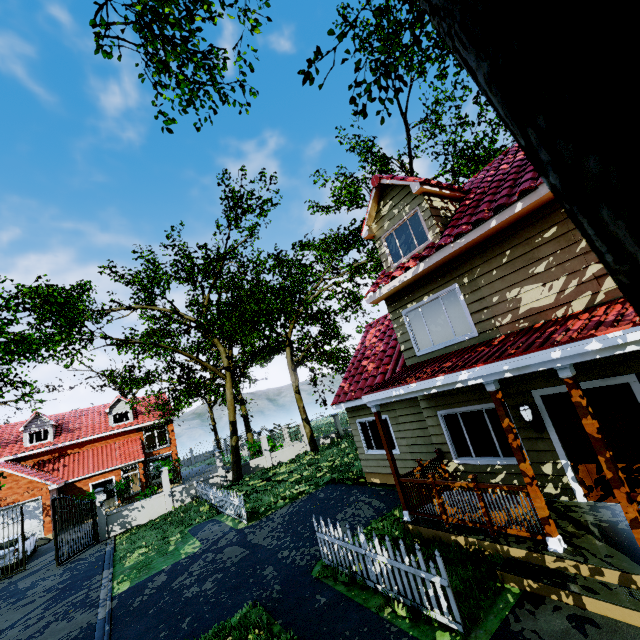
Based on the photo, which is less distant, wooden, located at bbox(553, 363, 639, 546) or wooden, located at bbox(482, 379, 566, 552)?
wooden, located at bbox(553, 363, 639, 546)

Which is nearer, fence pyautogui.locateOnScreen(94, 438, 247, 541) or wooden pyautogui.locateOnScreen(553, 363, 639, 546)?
wooden pyautogui.locateOnScreen(553, 363, 639, 546)

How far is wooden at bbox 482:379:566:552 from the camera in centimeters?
515cm

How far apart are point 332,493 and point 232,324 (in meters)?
12.54

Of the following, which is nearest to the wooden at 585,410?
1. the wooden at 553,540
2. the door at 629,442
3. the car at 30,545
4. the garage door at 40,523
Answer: the wooden at 553,540

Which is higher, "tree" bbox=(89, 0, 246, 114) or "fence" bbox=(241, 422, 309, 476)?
"tree" bbox=(89, 0, 246, 114)

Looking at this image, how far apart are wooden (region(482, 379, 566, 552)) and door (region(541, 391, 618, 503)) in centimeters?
171cm

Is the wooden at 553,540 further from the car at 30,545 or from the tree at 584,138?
the car at 30,545
